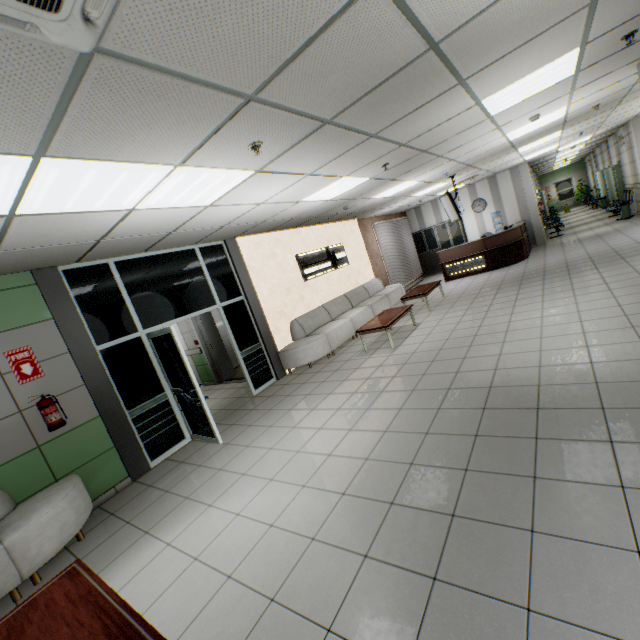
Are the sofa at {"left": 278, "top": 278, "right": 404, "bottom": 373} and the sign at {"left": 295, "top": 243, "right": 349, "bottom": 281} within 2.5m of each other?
yes

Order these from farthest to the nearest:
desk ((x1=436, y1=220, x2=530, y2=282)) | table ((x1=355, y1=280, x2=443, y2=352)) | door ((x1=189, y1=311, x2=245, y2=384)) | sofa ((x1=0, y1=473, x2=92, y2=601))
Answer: desk ((x1=436, y1=220, x2=530, y2=282))
door ((x1=189, y1=311, x2=245, y2=384))
table ((x1=355, y1=280, x2=443, y2=352))
sofa ((x1=0, y1=473, x2=92, y2=601))

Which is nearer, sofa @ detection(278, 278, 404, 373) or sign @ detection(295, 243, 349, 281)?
sofa @ detection(278, 278, 404, 373)

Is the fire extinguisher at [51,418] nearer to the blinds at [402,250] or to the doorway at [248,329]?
the doorway at [248,329]

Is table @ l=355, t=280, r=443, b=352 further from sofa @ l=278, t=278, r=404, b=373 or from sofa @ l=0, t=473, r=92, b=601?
sofa @ l=0, t=473, r=92, b=601

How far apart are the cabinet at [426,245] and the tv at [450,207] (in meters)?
4.35

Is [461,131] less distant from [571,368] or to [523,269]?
[571,368]

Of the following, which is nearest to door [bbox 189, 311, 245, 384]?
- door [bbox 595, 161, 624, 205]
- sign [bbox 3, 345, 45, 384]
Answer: sign [bbox 3, 345, 45, 384]
